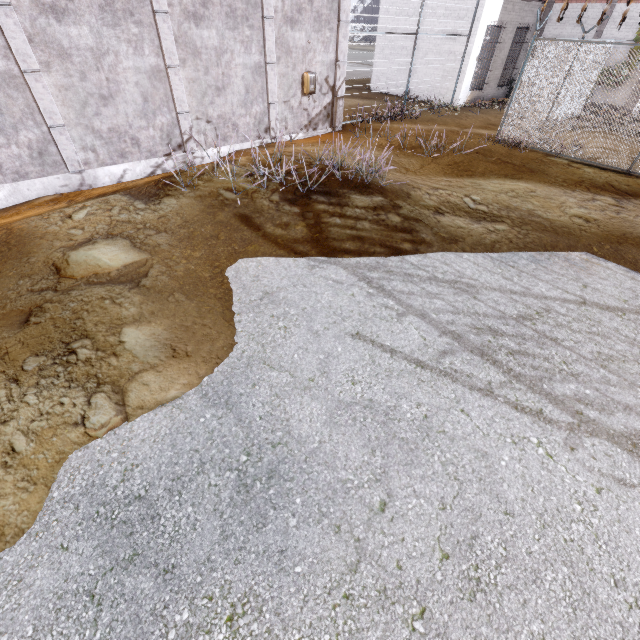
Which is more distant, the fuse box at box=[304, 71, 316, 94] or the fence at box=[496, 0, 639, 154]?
the fuse box at box=[304, 71, 316, 94]

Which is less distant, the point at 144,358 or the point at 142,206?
the point at 144,358

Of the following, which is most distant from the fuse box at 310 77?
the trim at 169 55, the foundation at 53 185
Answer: the foundation at 53 185

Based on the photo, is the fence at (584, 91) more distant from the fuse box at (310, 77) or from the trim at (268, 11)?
the fuse box at (310, 77)

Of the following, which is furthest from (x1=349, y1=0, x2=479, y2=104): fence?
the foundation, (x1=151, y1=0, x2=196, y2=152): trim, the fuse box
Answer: the foundation

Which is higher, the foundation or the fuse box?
the fuse box

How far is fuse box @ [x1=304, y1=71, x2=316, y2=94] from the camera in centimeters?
1051cm

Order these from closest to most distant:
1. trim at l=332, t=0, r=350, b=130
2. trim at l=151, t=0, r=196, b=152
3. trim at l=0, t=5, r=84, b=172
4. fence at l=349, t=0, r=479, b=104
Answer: trim at l=0, t=5, r=84, b=172 → trim at l=151, t=0, r=196, b=152 → trim at l=332, t=0, r=350, b=130 → fence at l=349, t=0, r=479, b=104
